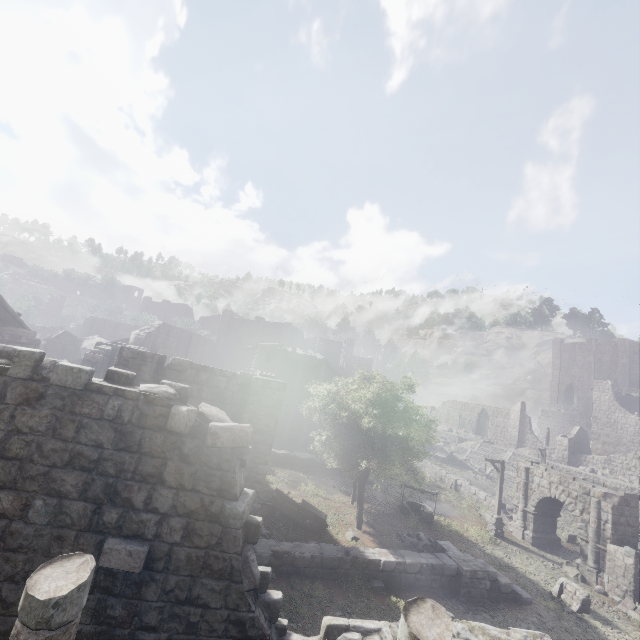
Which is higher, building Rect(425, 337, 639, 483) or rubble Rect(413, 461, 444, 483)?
building Rect(425, 337, 639, 483)

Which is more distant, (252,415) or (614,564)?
(614,564)

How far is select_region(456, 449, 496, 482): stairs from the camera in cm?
3534

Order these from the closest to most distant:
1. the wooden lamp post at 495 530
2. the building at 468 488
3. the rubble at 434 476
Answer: the wooden lamp post at 495 530 < the building at 468 488 < the rubble at 434 476

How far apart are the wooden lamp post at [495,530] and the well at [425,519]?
2.98m

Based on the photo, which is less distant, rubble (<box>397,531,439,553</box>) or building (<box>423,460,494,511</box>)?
rubble (<box>397,531,439,553</box>)

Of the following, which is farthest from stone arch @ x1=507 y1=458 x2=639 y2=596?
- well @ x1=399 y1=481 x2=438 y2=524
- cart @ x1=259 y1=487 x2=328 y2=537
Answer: cart @ x1=259 y1=487 x2=328 y2=537

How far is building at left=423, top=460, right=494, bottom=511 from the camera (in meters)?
25.08
